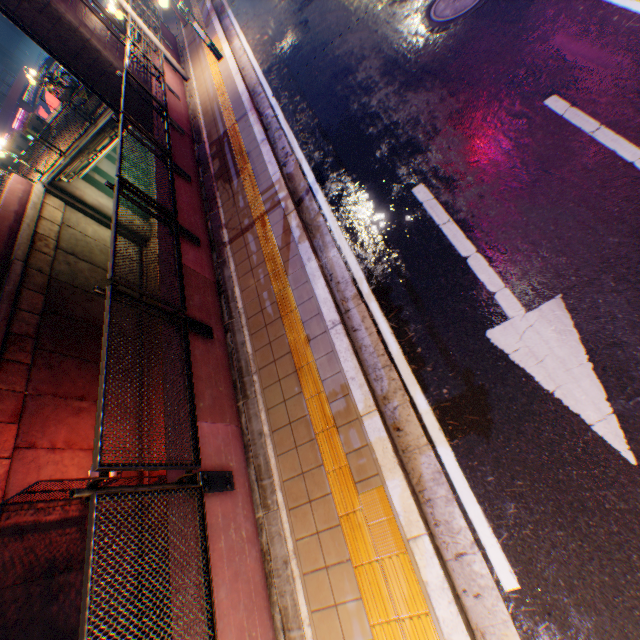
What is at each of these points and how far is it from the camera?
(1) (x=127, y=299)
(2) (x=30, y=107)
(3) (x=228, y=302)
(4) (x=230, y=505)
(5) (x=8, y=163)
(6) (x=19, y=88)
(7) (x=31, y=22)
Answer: (1) metal fence, 4.1m
(2) canopy, 31.2m
(3) concrete curb, 6.2m
(4) concrete block, 4.1m
(5) ticket machine, 20.8m
(6) concrete block, 37.2m
(7) overpass support, 10.2m

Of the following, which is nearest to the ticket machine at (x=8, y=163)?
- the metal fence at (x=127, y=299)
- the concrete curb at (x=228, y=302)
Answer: the metal fence at (x=127, y=299)

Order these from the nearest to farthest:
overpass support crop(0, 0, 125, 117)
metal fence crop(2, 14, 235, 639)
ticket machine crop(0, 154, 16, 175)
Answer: metal fence crop(2, 14, 235, 639) < overpass support crop(0, 0, 125, 117) < ticket machine crop(0, 154, 16, 175)

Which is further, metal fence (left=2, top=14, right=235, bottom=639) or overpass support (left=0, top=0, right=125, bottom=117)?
overpass support (left=0, top=0, right=125, bottom=117)

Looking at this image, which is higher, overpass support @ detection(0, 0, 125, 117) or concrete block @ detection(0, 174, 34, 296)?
overpass support @ detection(0, 0, 125, 117)

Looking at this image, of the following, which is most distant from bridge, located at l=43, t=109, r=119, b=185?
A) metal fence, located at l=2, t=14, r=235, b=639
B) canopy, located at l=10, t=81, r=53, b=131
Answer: canopy, located at l=10, t=81, r=53, b=131

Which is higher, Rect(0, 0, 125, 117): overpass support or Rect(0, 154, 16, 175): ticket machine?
Rect(0, 0, 125, 117): overpass support

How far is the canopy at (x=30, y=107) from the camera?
30.4 meters
